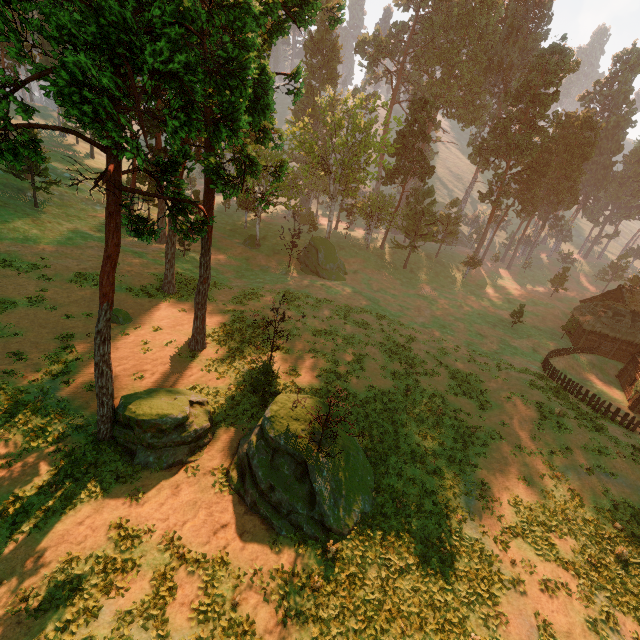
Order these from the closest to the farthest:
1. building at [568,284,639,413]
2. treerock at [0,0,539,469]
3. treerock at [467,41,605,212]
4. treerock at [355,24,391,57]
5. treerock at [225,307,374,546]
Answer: treerock at [0,0,539,469]
treerock at [225,307,374,546]
building at [568,284,639,413]
treerock at [467,41,605,212]
treerock at [355,24,391,57]

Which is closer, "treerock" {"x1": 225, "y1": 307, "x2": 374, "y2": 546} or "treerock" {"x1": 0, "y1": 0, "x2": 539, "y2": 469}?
"treerock" {"x1": 0, "y1": 0, "x2": 539, "y2": 469}

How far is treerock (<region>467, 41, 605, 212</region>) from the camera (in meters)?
50.50

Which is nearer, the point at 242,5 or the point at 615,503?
the point at 242,5

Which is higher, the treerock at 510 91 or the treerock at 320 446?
the treerock at 510 91

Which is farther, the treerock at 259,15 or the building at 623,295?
the building at 623,295

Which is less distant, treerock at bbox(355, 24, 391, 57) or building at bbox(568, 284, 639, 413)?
building at bbox(568, 284, 639, 413)
